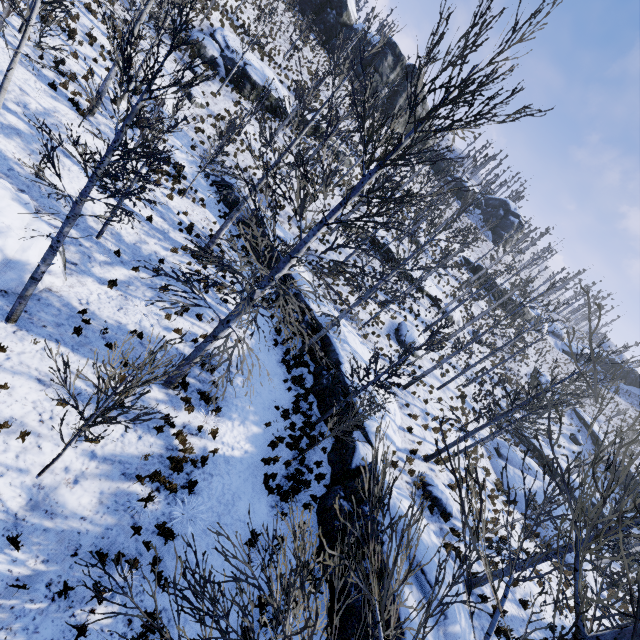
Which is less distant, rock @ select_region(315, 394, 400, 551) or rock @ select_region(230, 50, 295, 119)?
rock @ select_region(315, 394, 400, 551)

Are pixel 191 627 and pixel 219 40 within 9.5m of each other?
no

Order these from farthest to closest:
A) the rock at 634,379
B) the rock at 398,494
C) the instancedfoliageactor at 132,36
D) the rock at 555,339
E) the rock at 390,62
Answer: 1. the rock at 634,379
2. the rock at 555,339
3. the rock at 390,62
4. the rock at 398,494
5. the instancedfoliageactor at 132,36

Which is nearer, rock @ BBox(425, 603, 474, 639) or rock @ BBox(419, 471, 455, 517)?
rock @ BBox(425, 603, 474, 639)

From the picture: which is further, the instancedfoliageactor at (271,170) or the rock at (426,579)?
the rock at (426,579)

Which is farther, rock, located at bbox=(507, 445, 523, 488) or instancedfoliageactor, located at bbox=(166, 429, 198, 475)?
rock, located at bbox=(507, 445, 523, 488)

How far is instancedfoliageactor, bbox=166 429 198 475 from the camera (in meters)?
8.09

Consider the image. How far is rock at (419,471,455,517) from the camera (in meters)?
13.05
